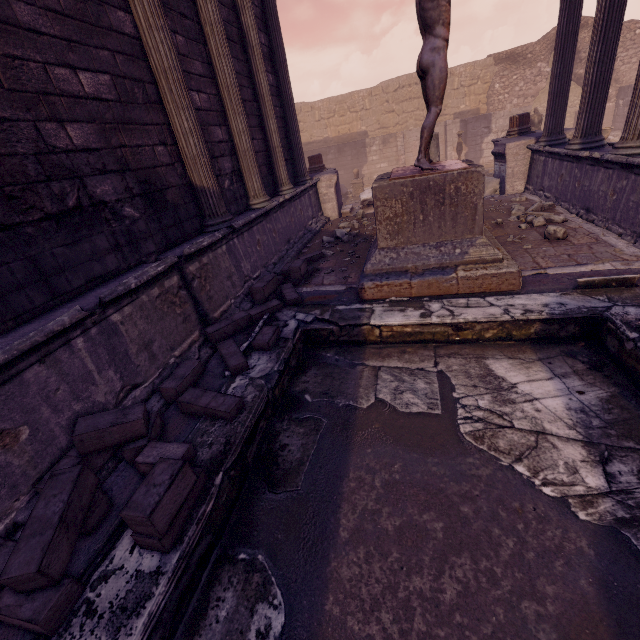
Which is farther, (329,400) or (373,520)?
(329,400)

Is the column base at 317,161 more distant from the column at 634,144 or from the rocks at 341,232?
the column at 634,144

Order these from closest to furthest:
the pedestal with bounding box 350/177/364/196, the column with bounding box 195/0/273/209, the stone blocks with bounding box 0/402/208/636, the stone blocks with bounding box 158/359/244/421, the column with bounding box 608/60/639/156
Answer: the stone blocks with bounding box 0/402/208/636 < the stone blocks with bounding box 158/359/244/421 < the column with bounding box 608/60/639/156 < the column with bounding box 195/0/273/209 < the pedestal with bounding box 350/177/364/196

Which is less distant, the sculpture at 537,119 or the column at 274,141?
the column at 274,141

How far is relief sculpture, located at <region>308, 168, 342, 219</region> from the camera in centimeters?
998cm

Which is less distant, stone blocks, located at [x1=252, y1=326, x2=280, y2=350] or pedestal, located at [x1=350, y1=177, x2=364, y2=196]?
stone blocks, located at [x1=252, y1=326, x2=280, y2=350]

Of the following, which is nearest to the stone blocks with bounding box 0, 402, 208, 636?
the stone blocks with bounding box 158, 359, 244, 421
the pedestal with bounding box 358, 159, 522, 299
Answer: the stone blocks with bounding box 158, 359, 244, 421

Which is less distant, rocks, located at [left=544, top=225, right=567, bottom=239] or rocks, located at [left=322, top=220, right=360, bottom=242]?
rocks, located at [left=544, top=225, right=567, bottom=239]
